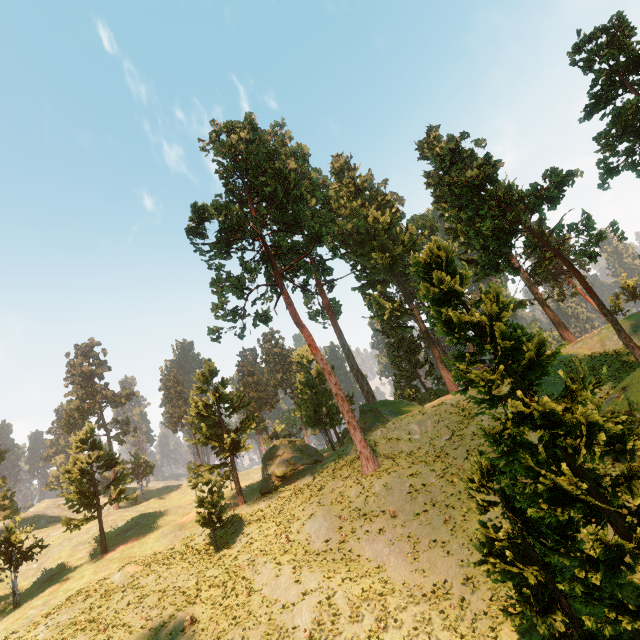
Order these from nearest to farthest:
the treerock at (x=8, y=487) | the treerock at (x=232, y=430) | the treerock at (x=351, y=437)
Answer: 1. the treerock at (x=351, y=437)
2. the treerock at (x=232, y=430)
3. the treerock at (x=8, y=487)

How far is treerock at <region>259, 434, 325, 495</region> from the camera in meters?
35.1 m

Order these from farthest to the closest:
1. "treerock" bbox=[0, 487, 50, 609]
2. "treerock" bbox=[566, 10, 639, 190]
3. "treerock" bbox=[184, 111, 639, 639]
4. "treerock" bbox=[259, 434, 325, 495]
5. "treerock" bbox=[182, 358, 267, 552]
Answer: "treerock" bbox=[259, 434, 325, 495] → "treerock" bbox=[0, 487, 50, 609] → "treerock" bbox=[182, 358, 267, 552] → "treerock" bbox=[566, 10, 639, 190] → "treerock" bbox=[184, 111, 639, 639]

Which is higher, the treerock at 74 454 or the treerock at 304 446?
the treerock at 74 454

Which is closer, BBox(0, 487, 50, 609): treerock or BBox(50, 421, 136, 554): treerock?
BBox(0, 487, 50, 609): treerock

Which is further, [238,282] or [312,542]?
[238,282]
